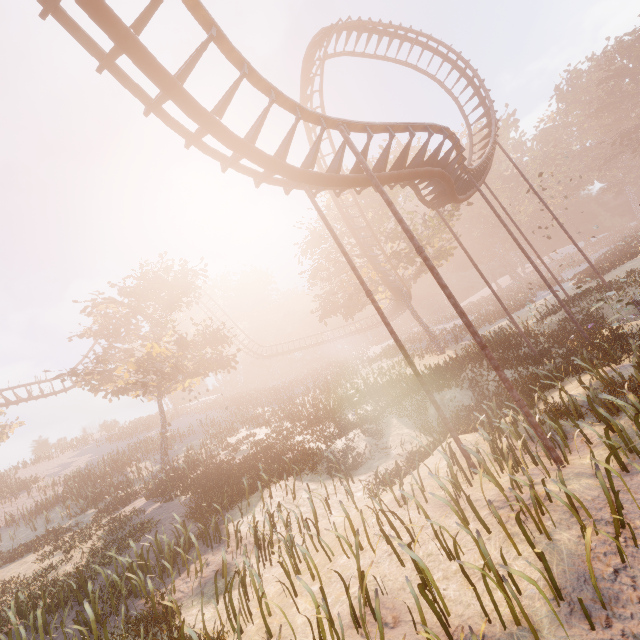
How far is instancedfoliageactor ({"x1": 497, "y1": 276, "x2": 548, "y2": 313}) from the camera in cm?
3478

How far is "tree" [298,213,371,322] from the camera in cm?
2778

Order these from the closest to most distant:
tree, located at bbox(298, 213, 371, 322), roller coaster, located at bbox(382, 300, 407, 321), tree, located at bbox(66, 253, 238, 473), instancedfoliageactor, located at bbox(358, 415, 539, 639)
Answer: instancedfoliageactor, located at bbox(358, 415, 539, 639) < tree, located at bbox(66, 253, 238, 473) < tree, located at bbox(298, 213, 371, 322) < roller coaster, located at bbox(382, 300, 407, 321)

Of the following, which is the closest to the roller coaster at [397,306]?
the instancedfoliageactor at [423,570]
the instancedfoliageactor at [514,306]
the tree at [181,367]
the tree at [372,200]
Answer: the tree at [372,200]

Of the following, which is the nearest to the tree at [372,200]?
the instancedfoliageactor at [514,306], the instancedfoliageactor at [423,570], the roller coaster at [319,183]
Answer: the roller coaster at [319,183]

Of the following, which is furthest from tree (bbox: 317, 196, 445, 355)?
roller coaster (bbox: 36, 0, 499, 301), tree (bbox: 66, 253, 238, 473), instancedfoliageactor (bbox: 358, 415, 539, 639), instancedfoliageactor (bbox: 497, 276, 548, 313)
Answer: instancedfoliageactor (bbox: 358, 415, 539, 639)

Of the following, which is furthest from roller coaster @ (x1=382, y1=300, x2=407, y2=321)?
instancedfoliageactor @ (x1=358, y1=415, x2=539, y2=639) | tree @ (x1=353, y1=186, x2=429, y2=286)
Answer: instancedfoliageactor @ (x1=358, y1=415, x2=539, y2=639)

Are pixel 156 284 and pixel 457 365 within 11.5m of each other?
no
